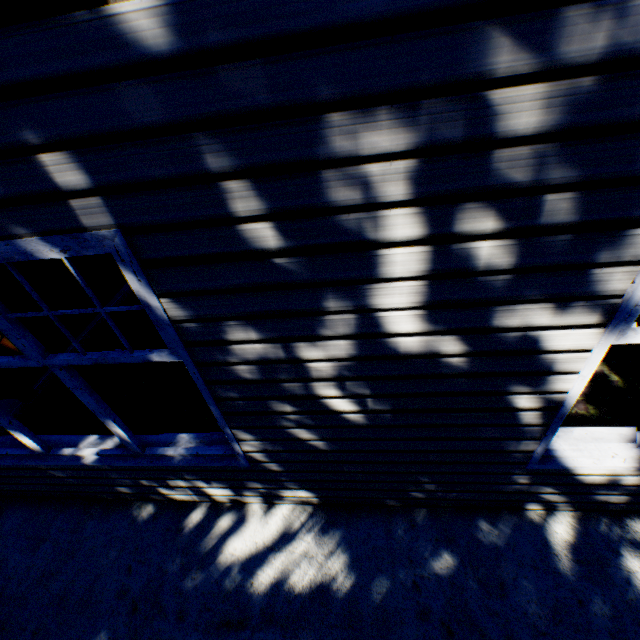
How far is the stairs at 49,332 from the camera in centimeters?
200cm

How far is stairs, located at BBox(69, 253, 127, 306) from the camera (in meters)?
1.68

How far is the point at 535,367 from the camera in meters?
1.7 m

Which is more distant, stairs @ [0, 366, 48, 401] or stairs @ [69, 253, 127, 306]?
stairs @ [0, 366, 48, 401]

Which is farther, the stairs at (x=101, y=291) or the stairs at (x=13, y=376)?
the stairs at (x=13, y=376)

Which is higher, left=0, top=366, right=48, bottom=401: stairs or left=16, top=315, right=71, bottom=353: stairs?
left=16, top=315, right=71, bottom=353: stairs
